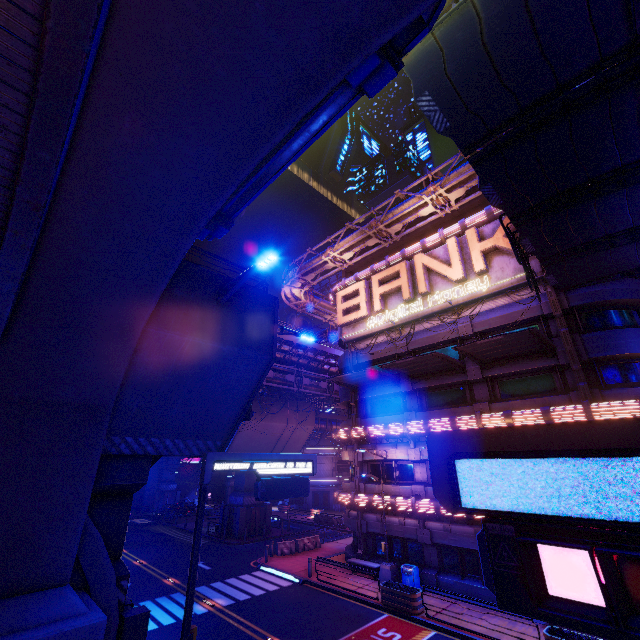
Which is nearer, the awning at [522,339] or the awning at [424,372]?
the awning at [522,339]

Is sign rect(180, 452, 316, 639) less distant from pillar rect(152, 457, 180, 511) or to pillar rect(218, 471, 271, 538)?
pillar rect(218, 471, 271, 538)

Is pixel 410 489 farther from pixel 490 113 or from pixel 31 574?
pixel 490 113

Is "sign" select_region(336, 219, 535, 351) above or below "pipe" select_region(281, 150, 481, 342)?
below

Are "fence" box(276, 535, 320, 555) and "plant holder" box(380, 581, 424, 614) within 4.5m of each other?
no

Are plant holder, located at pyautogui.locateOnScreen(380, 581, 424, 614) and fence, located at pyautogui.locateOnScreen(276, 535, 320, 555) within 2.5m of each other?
no

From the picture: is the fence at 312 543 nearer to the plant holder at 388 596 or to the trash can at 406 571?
the trash can at 406 571

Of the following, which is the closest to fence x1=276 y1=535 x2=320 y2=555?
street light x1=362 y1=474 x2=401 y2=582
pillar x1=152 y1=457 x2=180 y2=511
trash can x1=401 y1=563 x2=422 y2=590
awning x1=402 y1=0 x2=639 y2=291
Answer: street light x1=362 y1=474 x2=401 y2=582
